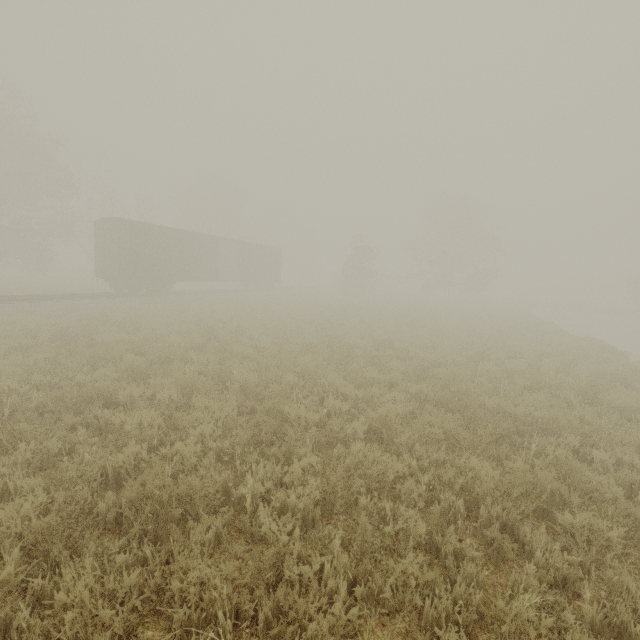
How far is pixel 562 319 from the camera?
34.88m

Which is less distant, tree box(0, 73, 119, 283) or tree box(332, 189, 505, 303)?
tree box(0, 73, 119, 283)

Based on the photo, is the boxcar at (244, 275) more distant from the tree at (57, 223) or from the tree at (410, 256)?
the tree at (410, 256)

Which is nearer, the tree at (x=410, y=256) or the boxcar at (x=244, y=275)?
the boxcar at (x=244, y=275)

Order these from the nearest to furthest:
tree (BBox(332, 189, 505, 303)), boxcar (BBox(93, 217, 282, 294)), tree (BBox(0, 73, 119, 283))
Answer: boxcar (BBox(93, 217, 282, 294))
tree (BBox(0, 73, 119, 283))
tree (BBox(332, 189, 505, 303))

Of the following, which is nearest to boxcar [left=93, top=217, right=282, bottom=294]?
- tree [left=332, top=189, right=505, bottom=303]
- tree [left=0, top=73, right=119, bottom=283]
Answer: tree [left=0, top=73, right=119, bottom=283]

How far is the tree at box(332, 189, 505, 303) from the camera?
37.0m
